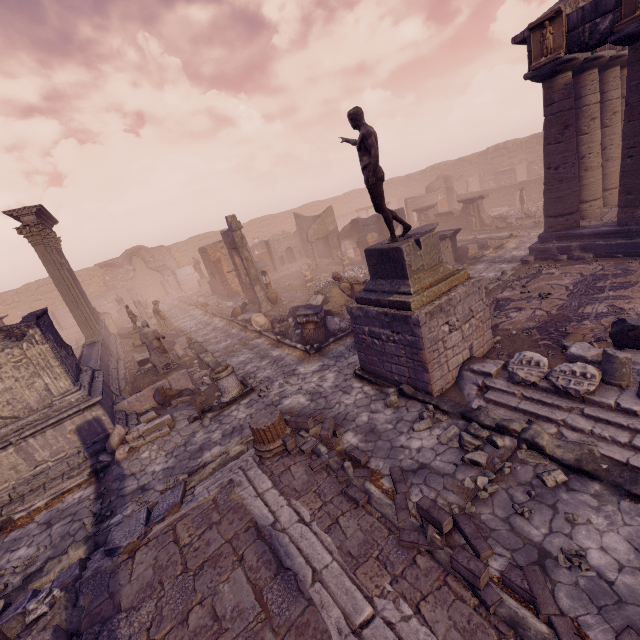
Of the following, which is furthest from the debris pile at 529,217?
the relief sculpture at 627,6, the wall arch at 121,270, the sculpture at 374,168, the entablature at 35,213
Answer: the wall arch at 121,270

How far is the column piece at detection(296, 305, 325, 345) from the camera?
10.99m

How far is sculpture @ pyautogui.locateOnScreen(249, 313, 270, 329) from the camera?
13.89m

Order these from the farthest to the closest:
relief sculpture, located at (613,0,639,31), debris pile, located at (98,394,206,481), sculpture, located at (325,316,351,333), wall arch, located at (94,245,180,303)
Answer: wall arch, located at (94,245,180,303) → sculpture, located at (325,316,351,333) → relief sculpture, located at (613,0,639,31) → debris pile, located at (98,394,206,481)

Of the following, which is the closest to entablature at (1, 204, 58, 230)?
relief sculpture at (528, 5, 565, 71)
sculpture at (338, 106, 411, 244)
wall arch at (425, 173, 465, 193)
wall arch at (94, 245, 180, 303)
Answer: wall arch at (94, 245, 180, 303)

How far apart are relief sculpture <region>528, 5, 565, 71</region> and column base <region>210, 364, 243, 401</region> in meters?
13.5

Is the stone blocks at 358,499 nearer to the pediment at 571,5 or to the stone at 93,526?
the stone at 93,526

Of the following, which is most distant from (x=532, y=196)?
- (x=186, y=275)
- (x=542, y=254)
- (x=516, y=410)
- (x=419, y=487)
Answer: (x=186, y=275)
